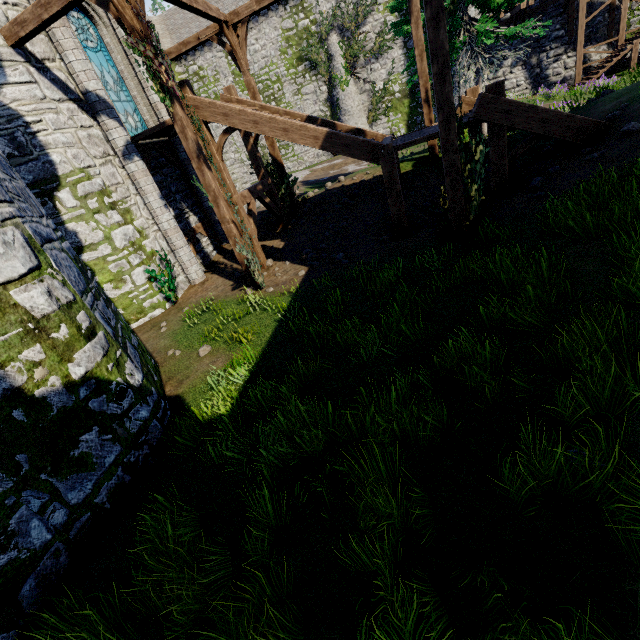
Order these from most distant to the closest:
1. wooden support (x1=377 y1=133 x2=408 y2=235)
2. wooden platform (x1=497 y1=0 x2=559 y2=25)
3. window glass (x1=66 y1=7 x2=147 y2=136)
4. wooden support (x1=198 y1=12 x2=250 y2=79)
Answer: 1. wooden platform (x1=497 y1=0 x2=559 y2=25)
2. wooden support (x1=198 y1=12 x2=250 y2=79)
3. window glass (x1=66 y1=7 x2=147 y2=136)
4. wooden support (x1=377 y1=133 x2=408 y2=235)

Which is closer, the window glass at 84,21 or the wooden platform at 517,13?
the window glass at 84,21

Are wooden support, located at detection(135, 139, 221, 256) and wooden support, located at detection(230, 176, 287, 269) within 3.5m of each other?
yes

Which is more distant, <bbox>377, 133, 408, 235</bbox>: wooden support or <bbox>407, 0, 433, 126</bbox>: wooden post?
<bbox>407, 0, 433, 126</bbox>: wooden post

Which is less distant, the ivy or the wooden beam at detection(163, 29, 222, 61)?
the ivy

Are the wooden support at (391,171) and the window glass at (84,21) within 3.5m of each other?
no

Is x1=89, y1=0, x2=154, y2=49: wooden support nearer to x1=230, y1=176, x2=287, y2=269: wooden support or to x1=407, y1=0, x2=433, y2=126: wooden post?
x1=230, y1=176, x2=287, y2=269: wooden support

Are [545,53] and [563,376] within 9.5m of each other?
no
